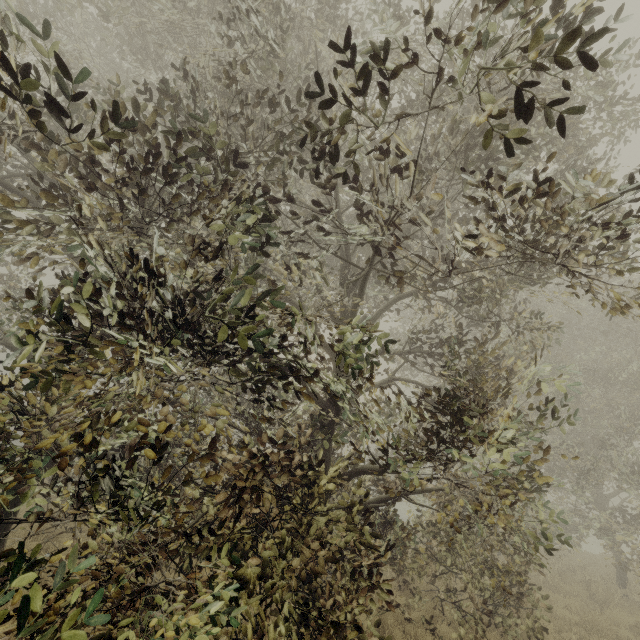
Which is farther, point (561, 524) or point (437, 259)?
point (561, 524)
